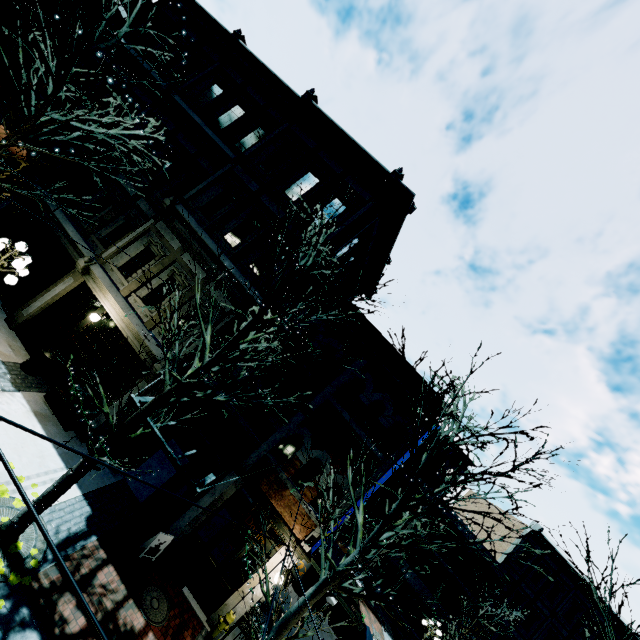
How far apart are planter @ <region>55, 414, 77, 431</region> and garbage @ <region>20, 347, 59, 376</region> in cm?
79

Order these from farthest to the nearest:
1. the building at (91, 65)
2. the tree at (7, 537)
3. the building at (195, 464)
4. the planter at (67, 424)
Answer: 1. the building at (91, 65)
2. the building at (195, 464)
3. the planter at (67, 424)
4. the tree at (7, 537)

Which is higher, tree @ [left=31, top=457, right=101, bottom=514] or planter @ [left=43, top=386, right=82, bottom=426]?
tree @ [left=31, top=457, right=101, bottom=514]

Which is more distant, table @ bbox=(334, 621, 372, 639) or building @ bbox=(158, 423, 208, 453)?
table @ bbox=(334, 621, 372, 639)

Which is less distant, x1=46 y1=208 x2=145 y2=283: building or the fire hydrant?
the fire hydrant

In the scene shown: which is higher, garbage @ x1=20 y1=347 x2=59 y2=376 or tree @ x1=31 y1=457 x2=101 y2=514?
tree @ x1=31 y1=457 x2=101 y2=514

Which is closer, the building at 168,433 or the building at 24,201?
the building at 168,433

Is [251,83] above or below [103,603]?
above
